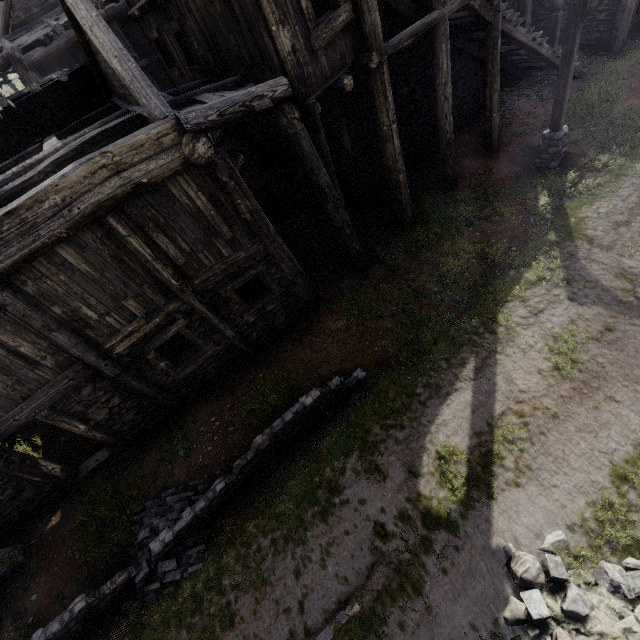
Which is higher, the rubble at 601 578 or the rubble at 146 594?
the rubble at 146 594

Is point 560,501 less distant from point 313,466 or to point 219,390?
point 313,466

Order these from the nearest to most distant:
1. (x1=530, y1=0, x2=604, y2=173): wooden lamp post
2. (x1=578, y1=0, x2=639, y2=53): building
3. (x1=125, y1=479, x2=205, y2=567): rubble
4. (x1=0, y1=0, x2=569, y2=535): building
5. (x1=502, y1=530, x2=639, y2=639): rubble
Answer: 1. (x1=502, y1=530, x2=639, y2=639): rubble
2. (x1=0, y1=0, x2=569, y2=535): building
3. (x1=125, y1=479, x2=205, y2=567): rubble
4. (x1=530, y1=0, x2=604, y2=173): wooden lamp post
5. (x1=578, y1=0, x2=639, y2=53): building

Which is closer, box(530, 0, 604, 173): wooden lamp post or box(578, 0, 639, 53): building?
box(530, 0, 604, 173): wooden lamp post

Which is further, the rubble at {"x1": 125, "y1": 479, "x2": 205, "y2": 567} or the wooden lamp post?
the wooden lamp post

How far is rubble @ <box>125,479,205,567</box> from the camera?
6.74m

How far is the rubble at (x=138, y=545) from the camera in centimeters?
674cm

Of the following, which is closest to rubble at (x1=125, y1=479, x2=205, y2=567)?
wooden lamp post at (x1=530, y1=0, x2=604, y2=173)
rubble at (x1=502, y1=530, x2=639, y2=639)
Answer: rubble at (x1=502, y1=530, x2=639, y2=639)
